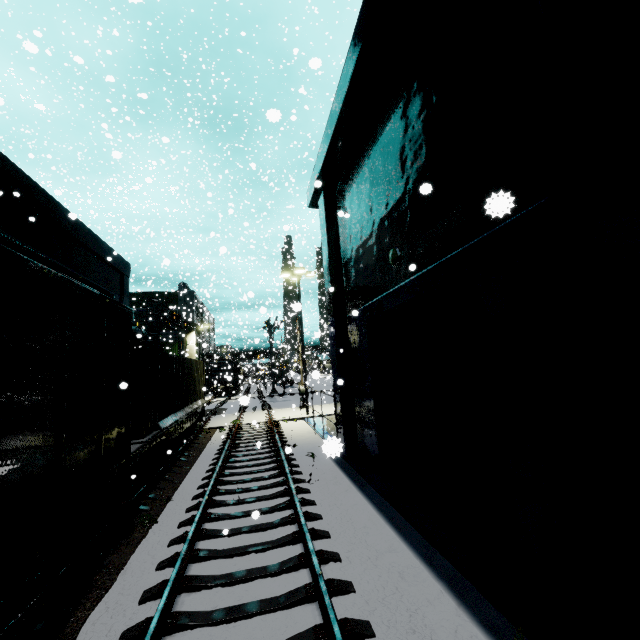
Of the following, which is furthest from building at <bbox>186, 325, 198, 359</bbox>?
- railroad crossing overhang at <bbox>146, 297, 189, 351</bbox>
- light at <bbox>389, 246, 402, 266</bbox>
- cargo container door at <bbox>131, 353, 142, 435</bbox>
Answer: cargo container door at <bbox>131, 353, 142, 435</bbox>

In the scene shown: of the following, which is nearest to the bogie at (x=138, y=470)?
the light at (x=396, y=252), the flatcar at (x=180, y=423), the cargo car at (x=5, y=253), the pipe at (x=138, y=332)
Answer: the flatcar at (x=180, y=423)

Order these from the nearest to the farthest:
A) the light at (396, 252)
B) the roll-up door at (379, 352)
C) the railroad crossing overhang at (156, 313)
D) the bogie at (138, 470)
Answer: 1. the roll-up door at (379, 352)
2. the light at (396, 252)
3. the bogie at (138, 470)
4. the railroad crossing overhang at (156, 313)

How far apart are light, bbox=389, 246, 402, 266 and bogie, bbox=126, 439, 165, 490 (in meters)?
8.82

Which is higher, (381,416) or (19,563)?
(381,416)

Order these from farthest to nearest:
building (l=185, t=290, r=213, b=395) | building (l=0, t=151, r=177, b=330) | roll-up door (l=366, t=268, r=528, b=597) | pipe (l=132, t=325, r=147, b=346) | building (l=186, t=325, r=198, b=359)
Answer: building (l=186, t=325, r=198, b=359)
building (l=185, t=290, r=213, b=395)
pipe (l=132, t=325, r=147, b=346)
building (l=0, t=151, r=177, b=330)
roll-up door (l=366, t=268, r=528, b=597)

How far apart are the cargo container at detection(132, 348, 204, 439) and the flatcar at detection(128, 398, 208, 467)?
0.0 meters

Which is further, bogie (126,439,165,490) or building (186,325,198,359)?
building (186,325,198,359)
